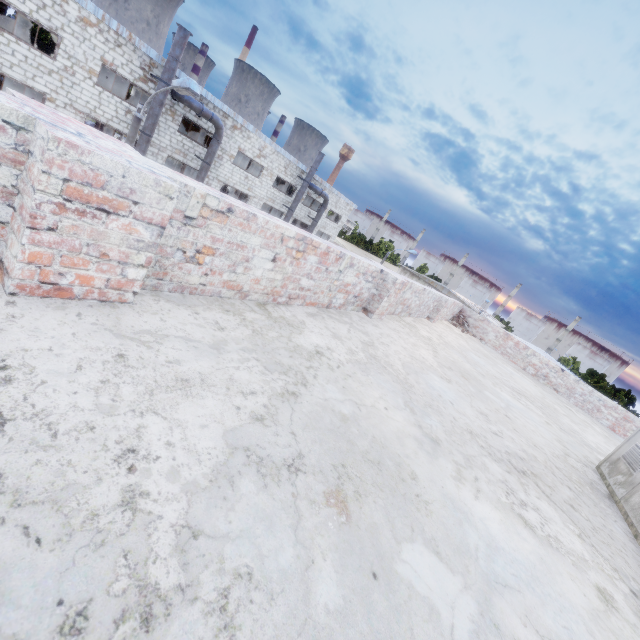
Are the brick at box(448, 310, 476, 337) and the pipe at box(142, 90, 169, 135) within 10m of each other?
no

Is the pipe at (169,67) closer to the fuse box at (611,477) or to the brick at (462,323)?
the brick at (462,323)

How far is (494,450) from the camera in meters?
3.3 m

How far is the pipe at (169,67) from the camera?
16.2m

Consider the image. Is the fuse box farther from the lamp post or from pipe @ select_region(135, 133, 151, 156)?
pipe @ select_region(135, 133, 151, 156)

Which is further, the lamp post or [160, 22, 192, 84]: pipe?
[160, 22, 192, 84]: pipe

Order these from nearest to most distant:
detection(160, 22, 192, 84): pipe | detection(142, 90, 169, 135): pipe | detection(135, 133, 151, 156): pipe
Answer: detection(160, 22, 192, 84): pipe < detection(142, 90, 169, 135): pipe < detection(135, 133, 151, 156): pipe

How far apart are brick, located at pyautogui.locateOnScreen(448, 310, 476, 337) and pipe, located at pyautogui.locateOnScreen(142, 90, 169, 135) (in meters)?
18.48
